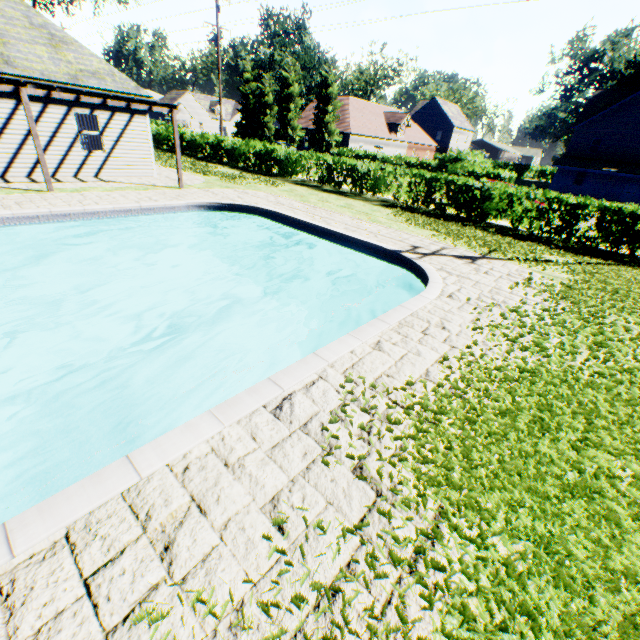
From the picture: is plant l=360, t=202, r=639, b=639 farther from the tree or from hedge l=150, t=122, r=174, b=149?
hedge l=150, t=122, r=174, b=149

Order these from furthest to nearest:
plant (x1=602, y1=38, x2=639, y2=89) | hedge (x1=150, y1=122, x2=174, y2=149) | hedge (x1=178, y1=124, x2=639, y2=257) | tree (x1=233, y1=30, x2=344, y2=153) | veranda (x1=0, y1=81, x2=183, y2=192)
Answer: plant (x1=602, y1=38, x2=639, y2=89) < tree (x1=233, y1=30, x2=344, y2=153) < hedge (x1=150, y1=122, x2=174, y2=149) < hedge (x1=178, y1=124, x2=639, y2=257) < veranda (x1=0, y1=81, x2=183, y2=192)

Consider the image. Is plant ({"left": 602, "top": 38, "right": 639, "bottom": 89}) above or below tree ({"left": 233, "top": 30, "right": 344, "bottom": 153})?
above

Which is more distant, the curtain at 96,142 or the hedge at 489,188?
the curtain at 96,142

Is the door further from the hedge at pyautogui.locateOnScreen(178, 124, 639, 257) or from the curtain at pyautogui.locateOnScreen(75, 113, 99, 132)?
the curtain at pyautogui.locateOnScreen(75, 113, 99, 132)

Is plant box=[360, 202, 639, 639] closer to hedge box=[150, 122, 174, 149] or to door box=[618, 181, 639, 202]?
door box=[618, 181, 639, 202]

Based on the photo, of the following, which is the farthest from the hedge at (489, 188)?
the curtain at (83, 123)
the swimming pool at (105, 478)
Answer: the curtain at (83, 123)

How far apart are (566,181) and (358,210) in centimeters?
4007cm
